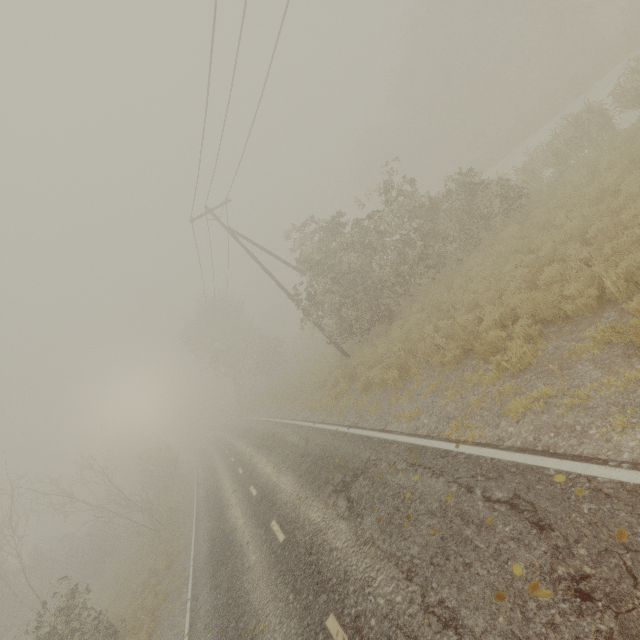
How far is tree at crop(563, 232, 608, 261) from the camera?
7.4 meters

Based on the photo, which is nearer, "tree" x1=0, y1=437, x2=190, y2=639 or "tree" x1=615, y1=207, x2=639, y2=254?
"tree" x1=615, y1=207, x2=639, y2=254

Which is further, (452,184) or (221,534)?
(452,184)

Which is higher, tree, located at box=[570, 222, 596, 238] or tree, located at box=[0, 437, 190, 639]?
tree, located at box=[0, 437, 190, 639]

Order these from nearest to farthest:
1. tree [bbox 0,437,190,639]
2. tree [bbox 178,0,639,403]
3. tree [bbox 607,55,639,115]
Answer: tree [bbox 607,55,639,115] → tree [bbox 0,437,190,639] → tree [bbox 178,0,639,403]

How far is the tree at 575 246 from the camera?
7.36m
